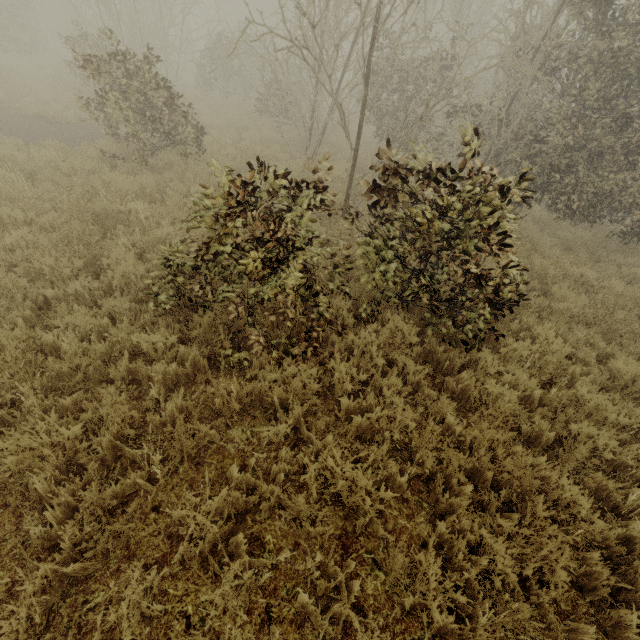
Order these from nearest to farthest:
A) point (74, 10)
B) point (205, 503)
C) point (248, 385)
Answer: point (205, 503) → point (248, 385) → point (74, 10)
